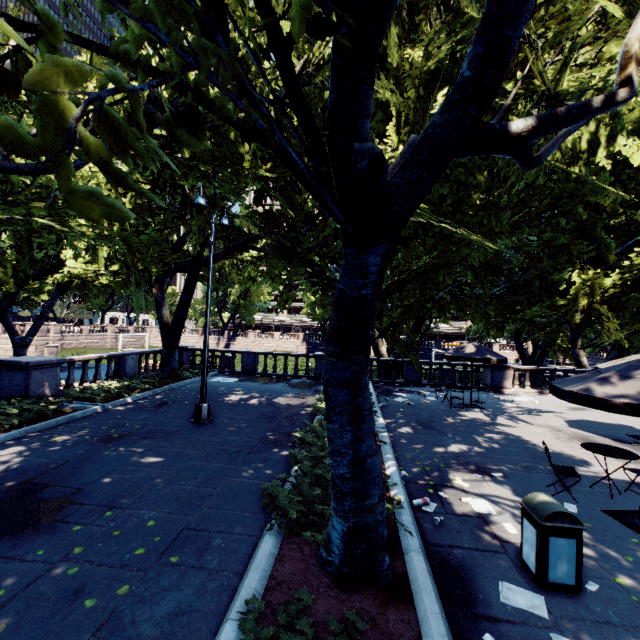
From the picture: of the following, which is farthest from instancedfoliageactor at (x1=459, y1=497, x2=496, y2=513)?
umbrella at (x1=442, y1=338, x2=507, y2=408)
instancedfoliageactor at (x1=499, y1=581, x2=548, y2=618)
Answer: umbrella at (x1=442, y1=338, x2=507, y2=408)

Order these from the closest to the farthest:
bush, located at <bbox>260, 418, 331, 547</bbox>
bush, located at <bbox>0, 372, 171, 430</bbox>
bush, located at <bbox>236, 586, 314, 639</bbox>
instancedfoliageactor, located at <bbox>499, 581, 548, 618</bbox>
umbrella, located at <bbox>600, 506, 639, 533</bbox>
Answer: bush, located at <bbox>236, 586, 314, 639</bbox>
instancedfoliageactor, located at <bbox>499, 581, 548, 618</bbox>
bush, located at <bbox>260, 418, 331, 547</bbox>
umbrella, located at <bbox>600, 506, 639, 533</bbox>
bush, located at <bbox>0, 372, 171, 430</bbox>

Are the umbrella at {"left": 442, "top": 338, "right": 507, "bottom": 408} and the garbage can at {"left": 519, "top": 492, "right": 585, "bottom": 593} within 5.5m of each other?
no

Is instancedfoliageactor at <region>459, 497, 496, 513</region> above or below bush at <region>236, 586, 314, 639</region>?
below

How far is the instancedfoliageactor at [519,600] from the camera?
3.9m

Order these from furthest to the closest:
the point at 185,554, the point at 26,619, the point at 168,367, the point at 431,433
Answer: the point at 168,367, the point at 431,433, the point at 185,554, the point at 26,619

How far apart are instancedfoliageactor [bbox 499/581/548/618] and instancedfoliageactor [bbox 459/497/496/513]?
1.76m

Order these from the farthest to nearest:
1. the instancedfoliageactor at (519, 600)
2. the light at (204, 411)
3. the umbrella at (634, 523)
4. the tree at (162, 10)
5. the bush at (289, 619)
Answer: the light at (204, 411) → the umbrella at (634, 523) → the instancedfoliageactor at (519, 600) → the bush at (289, 619) → the tree at (162, 10)
